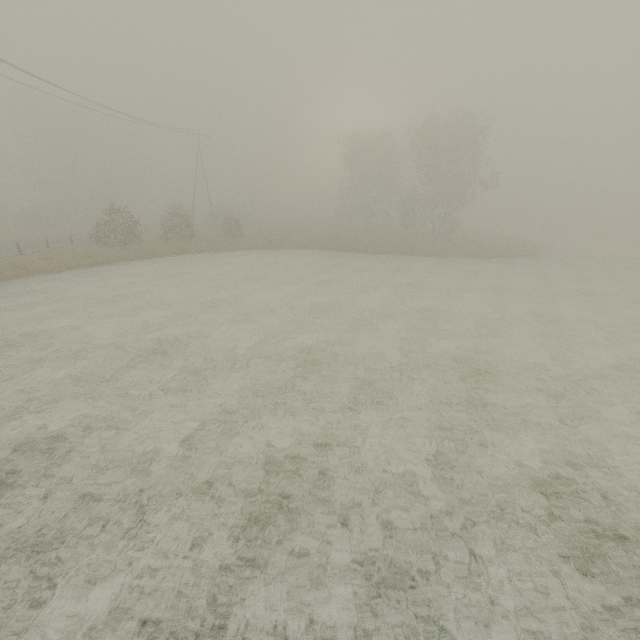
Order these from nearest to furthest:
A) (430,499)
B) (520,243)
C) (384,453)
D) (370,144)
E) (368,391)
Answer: (430,499) → (384,453) → (368,391) → (520,243) → (370,144)
